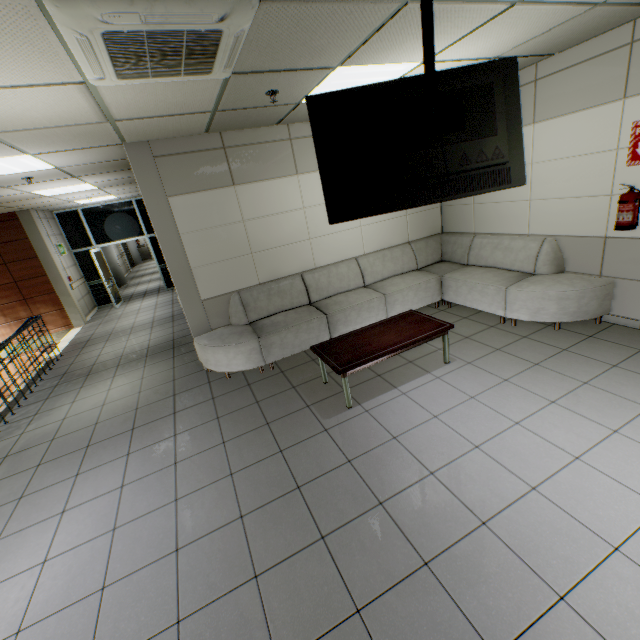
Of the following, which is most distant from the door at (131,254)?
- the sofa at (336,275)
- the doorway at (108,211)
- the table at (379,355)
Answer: the table at (379,355)

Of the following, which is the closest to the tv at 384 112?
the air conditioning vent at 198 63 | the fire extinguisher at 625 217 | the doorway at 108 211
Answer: the air conditioning vent at 198 63

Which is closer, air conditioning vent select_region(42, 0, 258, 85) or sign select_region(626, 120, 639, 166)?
air conditioning vent select_region(42, 0, 258, 85)

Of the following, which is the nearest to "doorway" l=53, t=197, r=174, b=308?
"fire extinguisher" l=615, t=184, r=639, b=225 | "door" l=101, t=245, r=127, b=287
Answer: "door" l=101, t=245, r=127, b=287

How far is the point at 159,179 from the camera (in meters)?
4.25

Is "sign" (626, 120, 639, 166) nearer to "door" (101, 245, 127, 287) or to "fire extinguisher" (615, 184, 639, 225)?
"fire extinguisher" (615, 184, 639, 225)

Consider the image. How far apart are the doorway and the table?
9.32m

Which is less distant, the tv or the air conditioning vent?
the air conditioning vent
